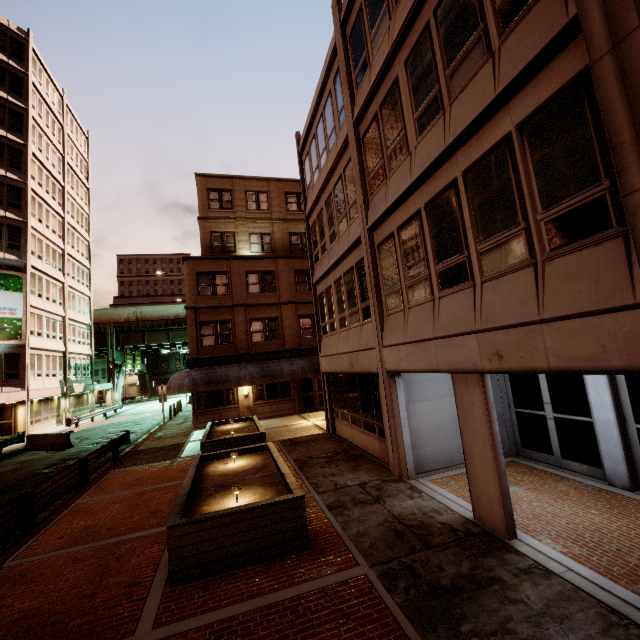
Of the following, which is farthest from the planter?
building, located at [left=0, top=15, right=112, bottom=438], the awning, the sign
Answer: the sign

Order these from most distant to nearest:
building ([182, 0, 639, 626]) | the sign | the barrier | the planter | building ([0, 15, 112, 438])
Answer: building ([0, 15, 112, 438]) → the sign → the barrier → the planter → building ([182, 0, 639, 626])

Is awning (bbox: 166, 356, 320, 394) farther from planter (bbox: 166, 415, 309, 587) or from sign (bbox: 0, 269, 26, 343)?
sign (bbox: 0, 269, 26, 343)

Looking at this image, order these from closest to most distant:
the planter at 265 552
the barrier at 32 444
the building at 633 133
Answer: the building at 633 133, the planter at 265 552, the barrier at 32 444

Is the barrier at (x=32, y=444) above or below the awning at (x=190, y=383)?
below

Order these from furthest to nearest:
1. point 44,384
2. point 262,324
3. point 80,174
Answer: point 80,174, point 44,384, point 262,324

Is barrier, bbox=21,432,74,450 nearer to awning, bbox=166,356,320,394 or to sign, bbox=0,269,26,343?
awning, bbox=166,356,320,394

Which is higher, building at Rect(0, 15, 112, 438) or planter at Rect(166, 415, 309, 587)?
building at Rect(0, 15, 112, 438)
